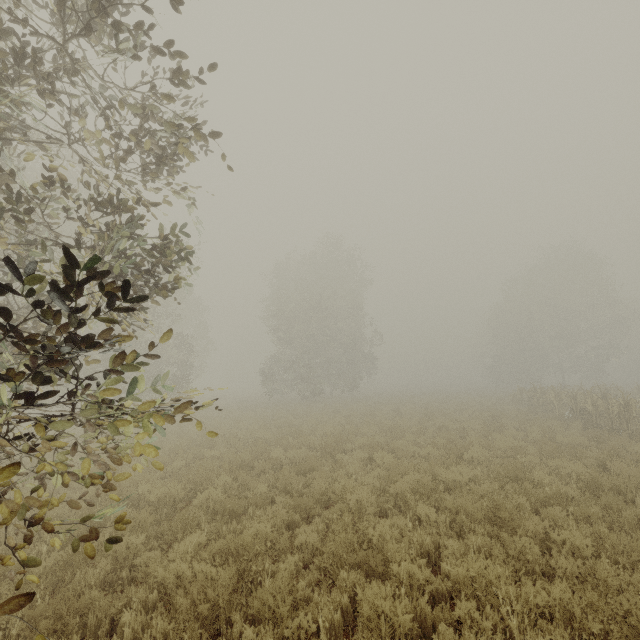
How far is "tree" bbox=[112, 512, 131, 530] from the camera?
3.3m

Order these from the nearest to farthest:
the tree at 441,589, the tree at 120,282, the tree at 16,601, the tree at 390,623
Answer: the tree at 16,601, the tree at 120,282, the tree at 390,623, the tree at 441,589

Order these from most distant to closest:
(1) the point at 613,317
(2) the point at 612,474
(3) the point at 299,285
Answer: (1) the point at 613,317 < (3) the point at 299,285 < (2) the point at 612,474

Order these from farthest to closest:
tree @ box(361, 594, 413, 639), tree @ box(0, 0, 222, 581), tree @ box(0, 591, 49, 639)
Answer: tree @ box(361, 594, 413, 639) < tree @ box(0, 0, 222, 581) < tree @ box(0, 591, 49, 639)

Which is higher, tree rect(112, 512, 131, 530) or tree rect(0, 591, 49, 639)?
tree rect(0, 591, 49, 639)

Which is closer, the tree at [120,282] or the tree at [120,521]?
the tree at [120,282]

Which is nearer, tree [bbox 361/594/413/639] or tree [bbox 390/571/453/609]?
tree [bbox 361/594/413/639]

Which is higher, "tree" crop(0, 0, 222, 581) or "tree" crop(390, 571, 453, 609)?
"tree" crop(0, 0, 222, 581)
